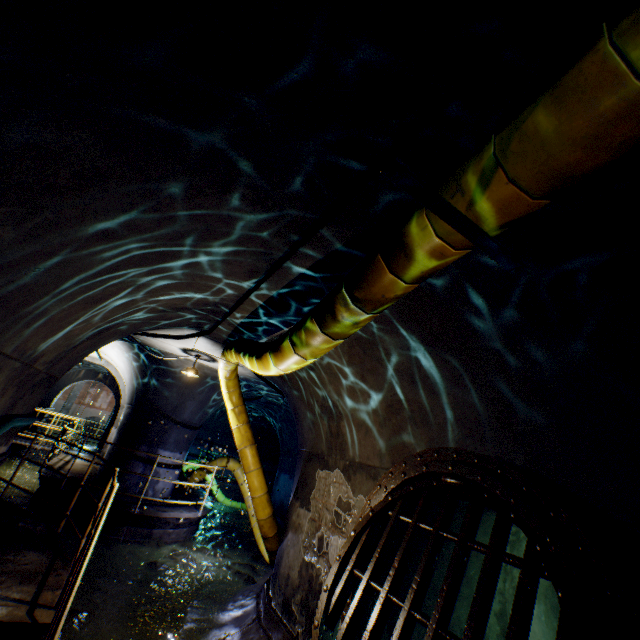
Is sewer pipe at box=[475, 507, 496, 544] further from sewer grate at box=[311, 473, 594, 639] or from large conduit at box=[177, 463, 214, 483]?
large conduit at box=[177, 463, 214, 483]

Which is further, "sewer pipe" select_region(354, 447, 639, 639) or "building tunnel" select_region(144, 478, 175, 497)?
"building tunnel" select_region(144, 478, 175, 497)

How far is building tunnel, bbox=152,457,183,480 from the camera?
9.4m

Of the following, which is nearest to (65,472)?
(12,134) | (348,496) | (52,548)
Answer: (52,548)

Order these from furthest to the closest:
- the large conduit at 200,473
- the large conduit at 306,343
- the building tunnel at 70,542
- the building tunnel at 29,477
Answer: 1. the building tunnel at 29,477
2. the building tunnel at 70,542
3. the large conduit at 200,473
4. the large conduit at 306,343

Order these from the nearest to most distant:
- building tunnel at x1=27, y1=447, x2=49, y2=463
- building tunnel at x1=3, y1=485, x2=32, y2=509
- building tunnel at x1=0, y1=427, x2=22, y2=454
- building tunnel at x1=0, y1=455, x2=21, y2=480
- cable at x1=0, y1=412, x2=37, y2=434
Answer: cable at x1=0, y1=412, x2=37, y2=434 → building tunnel at x1=0, y1=427, x2=22, y2=454 → building tunnel at x1=3, y1=485, x2=32, y2=509 → building tunnel at x1=0, y1=455, x2=21, y2=480 → building tunnel at x1=27, y1=447, x2=49, y2=463

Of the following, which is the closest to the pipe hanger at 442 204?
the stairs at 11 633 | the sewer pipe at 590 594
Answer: the sewer pipe at 590 594
